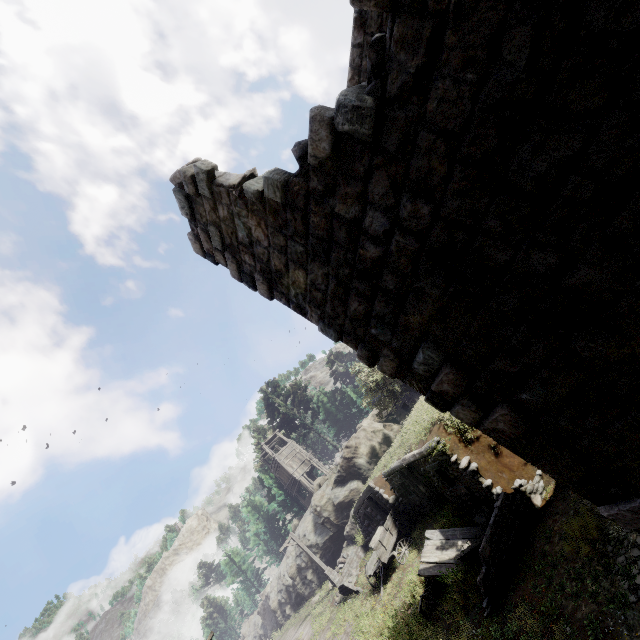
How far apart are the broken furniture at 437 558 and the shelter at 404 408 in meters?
17.9 m

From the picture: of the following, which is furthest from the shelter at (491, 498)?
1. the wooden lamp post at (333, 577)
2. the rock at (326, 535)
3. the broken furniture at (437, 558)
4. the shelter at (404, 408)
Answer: the shelter at (404, 408)

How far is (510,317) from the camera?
3.4m

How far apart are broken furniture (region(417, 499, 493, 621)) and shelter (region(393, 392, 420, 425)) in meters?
17.9 m

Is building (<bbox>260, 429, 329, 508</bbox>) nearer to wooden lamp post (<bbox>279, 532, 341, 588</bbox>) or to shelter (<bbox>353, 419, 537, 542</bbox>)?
shelter (<bbox>353, 419, 537, 542</bbox>)

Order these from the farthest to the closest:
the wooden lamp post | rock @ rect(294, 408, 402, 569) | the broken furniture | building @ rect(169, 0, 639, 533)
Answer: rock @ rect(294, 408, 402, 569)
the wooden lamp post
the broken furniture
building @ rect(169, 0, 639, 533)

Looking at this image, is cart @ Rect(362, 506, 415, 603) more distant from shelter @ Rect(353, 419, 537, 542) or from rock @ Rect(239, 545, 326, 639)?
rock @ Rect(239, 545, 326, 639)

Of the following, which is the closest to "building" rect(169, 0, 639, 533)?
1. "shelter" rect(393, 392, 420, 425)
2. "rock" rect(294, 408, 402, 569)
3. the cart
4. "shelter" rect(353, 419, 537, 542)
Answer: "shelter" rect(353, 419, 537, 542)
